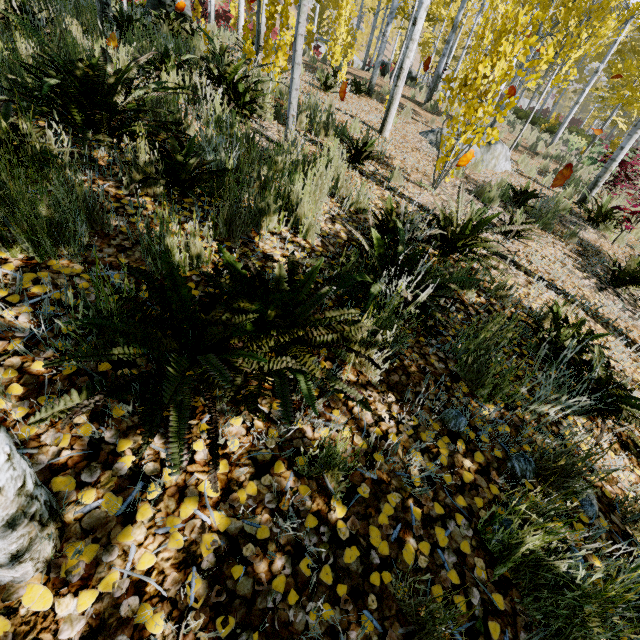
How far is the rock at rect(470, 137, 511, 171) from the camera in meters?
7.6

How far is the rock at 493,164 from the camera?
7.6m

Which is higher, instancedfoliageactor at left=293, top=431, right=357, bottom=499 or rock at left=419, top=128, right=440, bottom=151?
rock at left=419, top=128, right=440, bottom=151

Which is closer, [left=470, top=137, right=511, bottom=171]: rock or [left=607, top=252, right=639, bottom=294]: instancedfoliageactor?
[left=607, top=252, right=639, bottom=294]: instancedfoliageactor

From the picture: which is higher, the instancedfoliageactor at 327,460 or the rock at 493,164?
the rock at 493,164

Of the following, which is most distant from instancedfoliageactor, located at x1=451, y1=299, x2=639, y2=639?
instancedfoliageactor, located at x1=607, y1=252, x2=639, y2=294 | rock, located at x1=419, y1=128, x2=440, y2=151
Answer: instancedfoliageactor, located at x1=607, y1=252, x2=639, y2=294

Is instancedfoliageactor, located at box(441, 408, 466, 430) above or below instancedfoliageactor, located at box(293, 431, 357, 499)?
below

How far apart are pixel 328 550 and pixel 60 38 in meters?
6.4 m
